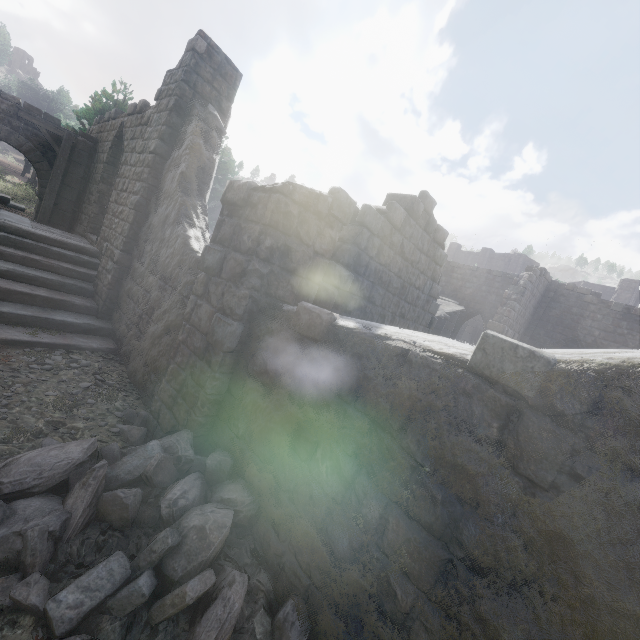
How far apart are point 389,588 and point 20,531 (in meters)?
3.44

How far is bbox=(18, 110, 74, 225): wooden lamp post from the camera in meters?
11.2 m

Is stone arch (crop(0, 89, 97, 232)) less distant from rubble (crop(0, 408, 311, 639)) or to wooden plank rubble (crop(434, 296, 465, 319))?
rubble (crop(0, 408, 311, 639))

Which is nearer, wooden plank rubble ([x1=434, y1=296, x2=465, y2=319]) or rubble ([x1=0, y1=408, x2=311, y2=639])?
rubble ([x1=0, y1=408, x2=311, y2=639])

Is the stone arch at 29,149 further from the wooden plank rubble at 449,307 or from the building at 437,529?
the wooden plank rubble at 449,307

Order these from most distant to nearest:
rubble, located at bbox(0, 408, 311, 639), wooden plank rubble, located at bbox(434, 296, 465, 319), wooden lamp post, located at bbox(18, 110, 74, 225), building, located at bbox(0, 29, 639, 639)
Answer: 1. wooden plank rubble, located at bbox(434, 296, 465, 319)
2. wooden lamp post, located at bbox(18, 110, 74, 225)
3. rubble, located at bbox(0, 408, 311, 639)
4. building, located at bbox(0, 29, 639, 639)

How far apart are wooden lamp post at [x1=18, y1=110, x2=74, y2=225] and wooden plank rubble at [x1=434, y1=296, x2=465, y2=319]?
15.48m

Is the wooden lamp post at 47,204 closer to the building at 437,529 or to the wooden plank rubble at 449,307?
the building at 437,529
